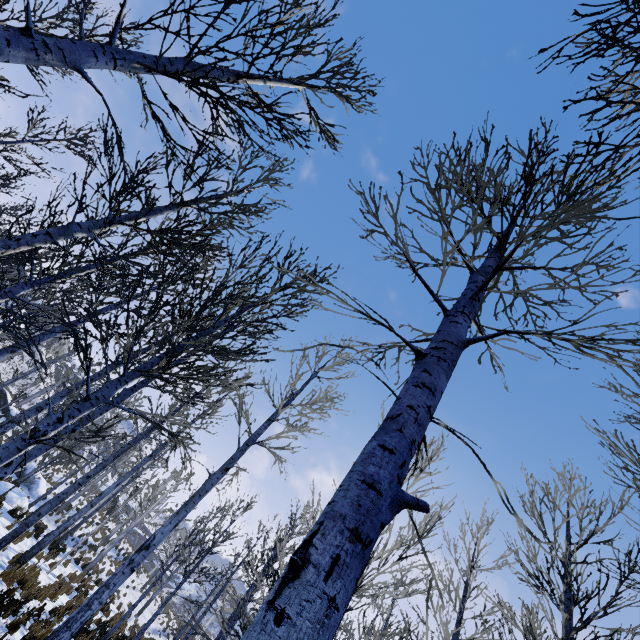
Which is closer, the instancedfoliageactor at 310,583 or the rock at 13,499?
the instancedfoliageactor at 310,583

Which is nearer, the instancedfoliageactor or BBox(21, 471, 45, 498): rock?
the instancedfoliageactor

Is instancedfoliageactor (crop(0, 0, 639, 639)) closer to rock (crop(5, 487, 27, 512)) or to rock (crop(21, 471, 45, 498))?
rock (crop(21, 471, 45, 498))

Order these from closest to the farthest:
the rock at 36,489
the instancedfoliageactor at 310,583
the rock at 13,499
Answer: the instancedfoliageactor at 310,583, the rock at 13,499, the rock at 36,489

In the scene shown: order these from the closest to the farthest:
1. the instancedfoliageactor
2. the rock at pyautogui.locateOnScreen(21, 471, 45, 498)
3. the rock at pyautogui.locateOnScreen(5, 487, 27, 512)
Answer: the instancedfoliageactor < the rock at pyautogui.locateOnScreen(5, 487, 27, 512) < the rock at pyautogui.locateOnScreen(21, 471, 45, 498)

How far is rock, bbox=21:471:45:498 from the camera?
25.0 meters

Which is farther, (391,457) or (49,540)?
(49,540)

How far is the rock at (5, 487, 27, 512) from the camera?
16.0 meters
